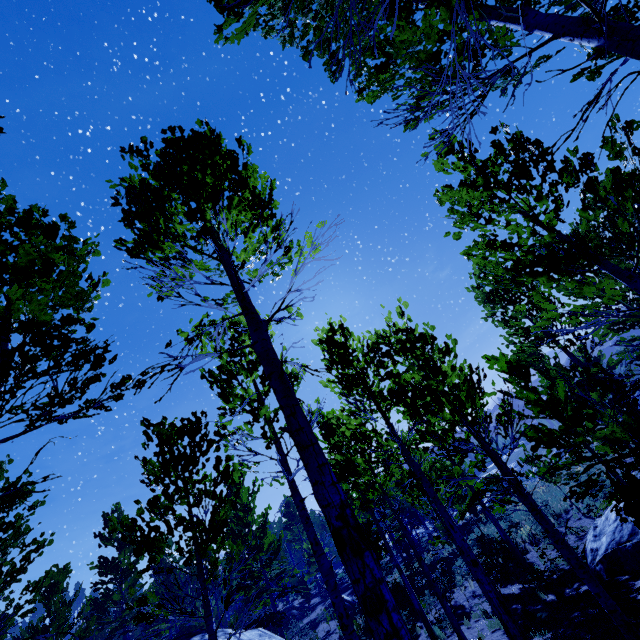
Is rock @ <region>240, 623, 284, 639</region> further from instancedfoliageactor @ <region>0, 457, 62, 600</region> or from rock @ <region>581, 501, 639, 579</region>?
rock @ <region>581, 501, 639, 579</region>

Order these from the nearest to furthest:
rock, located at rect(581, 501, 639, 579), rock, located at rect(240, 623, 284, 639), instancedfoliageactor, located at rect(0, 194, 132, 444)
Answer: instancedfoliageactor, located at rect(0, 194, 132, 444)
rock, located at rect(581, 501, 639, 579)
rock, located at rect(240, 623, 284, 639)

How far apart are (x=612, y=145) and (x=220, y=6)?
3.9 meters

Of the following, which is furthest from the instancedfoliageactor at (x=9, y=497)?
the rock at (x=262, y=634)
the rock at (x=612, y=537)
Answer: the rock at (x=262, y=634)

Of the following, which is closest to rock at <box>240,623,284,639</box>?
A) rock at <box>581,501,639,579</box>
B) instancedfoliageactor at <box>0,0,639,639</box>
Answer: instancedfoliageactor at <box>0,0,639,639</box>

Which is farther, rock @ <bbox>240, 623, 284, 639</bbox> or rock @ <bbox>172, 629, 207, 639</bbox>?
rock @ <bbox>240, 623, 284, 639</bbox>

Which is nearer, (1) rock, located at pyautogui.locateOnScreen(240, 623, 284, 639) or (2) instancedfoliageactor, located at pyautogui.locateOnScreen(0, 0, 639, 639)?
(2) instancedfoliageactor, located at pyautogui.locateOnScreen(0, 0, 639, 639)

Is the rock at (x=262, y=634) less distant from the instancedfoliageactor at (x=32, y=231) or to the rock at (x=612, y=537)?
the instancedfoliageactor at (x=32, y=231)
